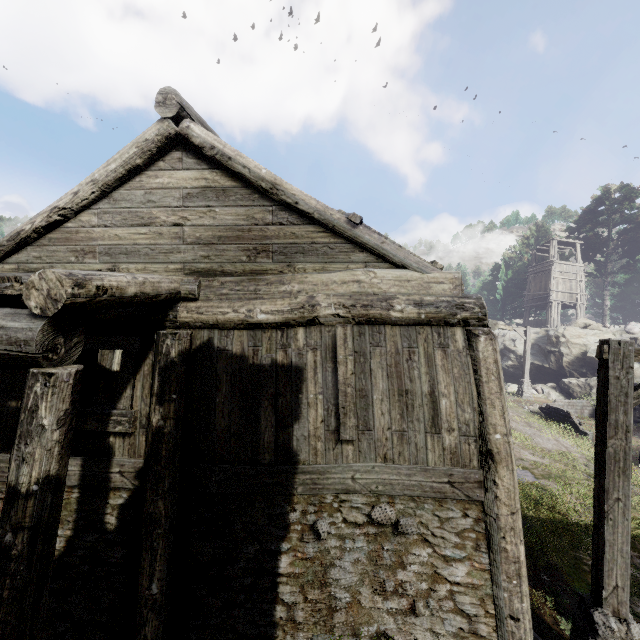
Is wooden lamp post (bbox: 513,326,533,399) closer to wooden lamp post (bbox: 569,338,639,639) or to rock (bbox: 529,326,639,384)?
rock (bbox: 529,326,639,384)

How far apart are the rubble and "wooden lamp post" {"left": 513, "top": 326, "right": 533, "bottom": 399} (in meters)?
2.32

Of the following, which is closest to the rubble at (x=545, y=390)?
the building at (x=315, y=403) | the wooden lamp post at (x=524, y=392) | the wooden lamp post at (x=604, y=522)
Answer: the wooden lamp post at (x=524, y=392)

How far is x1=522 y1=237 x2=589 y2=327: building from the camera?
29.9 meters

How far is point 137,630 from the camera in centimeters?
436cm

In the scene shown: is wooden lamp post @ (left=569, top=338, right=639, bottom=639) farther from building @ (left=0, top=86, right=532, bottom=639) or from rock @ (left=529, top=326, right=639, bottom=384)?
rock @ (left=529, top=326, right=639, bottom=384)

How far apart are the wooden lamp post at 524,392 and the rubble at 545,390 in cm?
232

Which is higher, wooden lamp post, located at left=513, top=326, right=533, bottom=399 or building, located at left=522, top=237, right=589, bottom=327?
building, located at left=522, top=237, right=589, bottom=327
